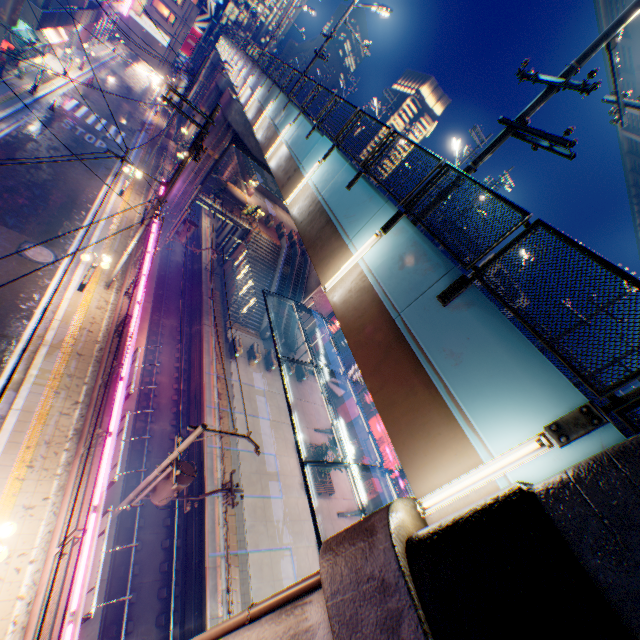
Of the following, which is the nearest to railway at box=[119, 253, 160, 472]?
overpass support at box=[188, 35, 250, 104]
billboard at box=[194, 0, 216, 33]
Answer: overpass support at box=[188, 35, 250, 104]

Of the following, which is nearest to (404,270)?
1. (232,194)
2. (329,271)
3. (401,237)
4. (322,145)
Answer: (401,237)

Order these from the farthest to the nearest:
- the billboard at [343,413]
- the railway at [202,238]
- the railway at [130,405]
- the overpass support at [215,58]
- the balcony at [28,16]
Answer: the railway at [202,238], the billboard at [343,413], the overpass support at [215,58], the balcony at [28,16], the railway at [130,405]

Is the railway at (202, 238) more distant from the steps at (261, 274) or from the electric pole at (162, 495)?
the electric pole at (162, 495)

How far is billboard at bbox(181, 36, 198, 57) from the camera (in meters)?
55.97

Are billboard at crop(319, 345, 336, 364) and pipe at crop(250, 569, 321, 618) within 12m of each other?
no

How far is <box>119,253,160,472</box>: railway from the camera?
17.33m

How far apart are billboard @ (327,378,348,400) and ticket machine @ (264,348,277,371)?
7.9m
